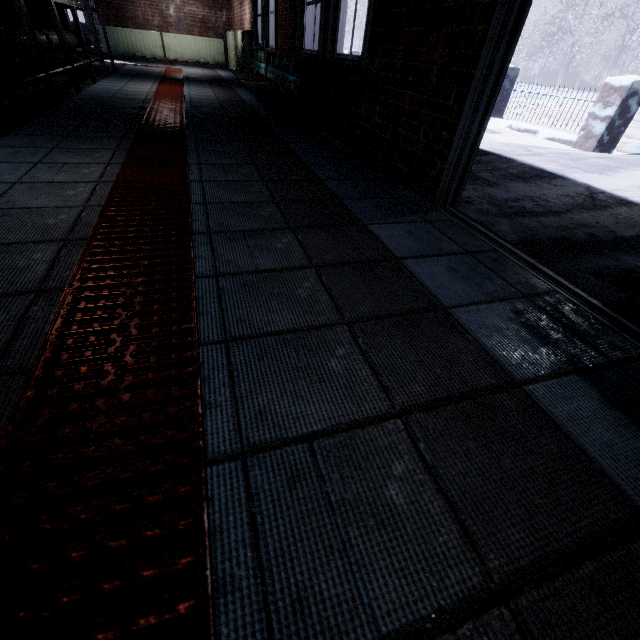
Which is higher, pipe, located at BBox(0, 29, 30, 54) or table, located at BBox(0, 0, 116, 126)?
pipe, located at BBox(0, 29, 30, 54)

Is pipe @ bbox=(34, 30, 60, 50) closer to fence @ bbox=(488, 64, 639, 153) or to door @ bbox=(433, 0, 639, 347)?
door @ bbox=(433, 0, 639, 347)

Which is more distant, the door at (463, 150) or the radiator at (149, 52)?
the radiator at (149, 52)

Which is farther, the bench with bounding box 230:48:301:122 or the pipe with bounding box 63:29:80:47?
the pipe with bounding box 63:29:80:47

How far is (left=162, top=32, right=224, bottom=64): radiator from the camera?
8.71m

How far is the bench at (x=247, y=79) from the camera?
3.36m

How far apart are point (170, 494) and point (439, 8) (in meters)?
2.47
